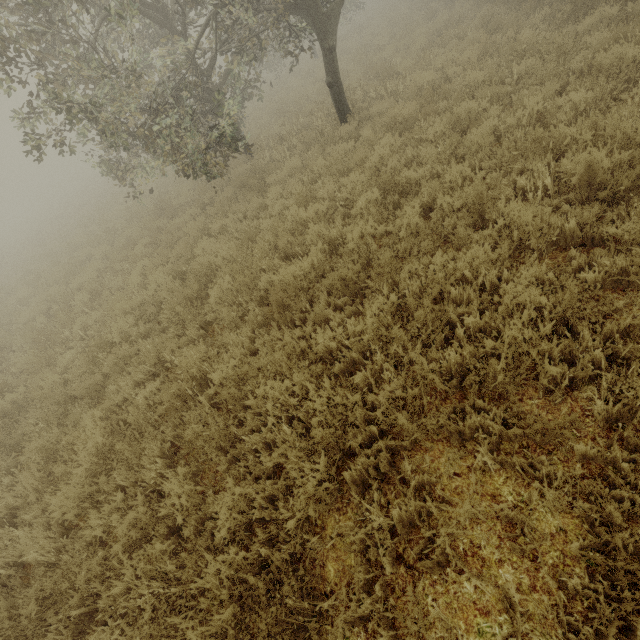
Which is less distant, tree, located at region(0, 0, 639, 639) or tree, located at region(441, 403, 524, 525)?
tree, located at region(441, 403, 524, 525)

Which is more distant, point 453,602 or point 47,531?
point 47,531

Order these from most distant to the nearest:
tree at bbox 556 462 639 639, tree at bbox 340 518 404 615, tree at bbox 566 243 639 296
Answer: tree at bbox 566 243 639 296
tree at bbox 340 518 404 615
tree at bbox 556 462 639 639

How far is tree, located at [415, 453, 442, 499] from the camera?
2.7m

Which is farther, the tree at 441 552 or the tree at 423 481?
the tree at 423 481

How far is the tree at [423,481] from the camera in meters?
2.7
